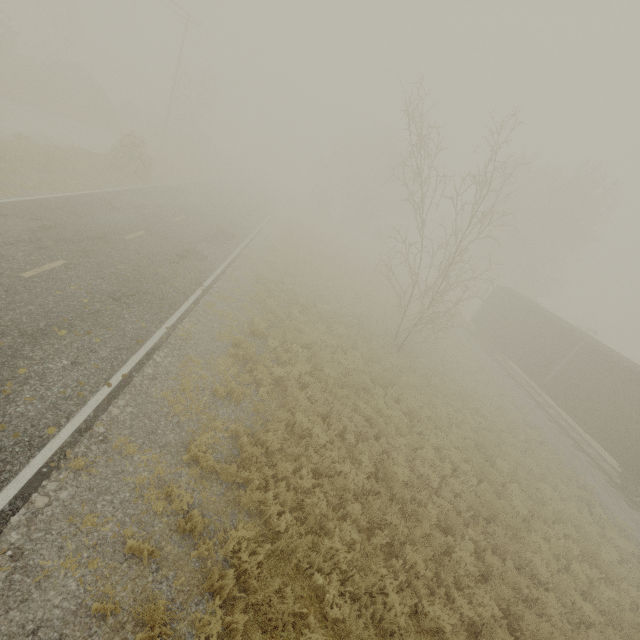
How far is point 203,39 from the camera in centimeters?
3362cm
